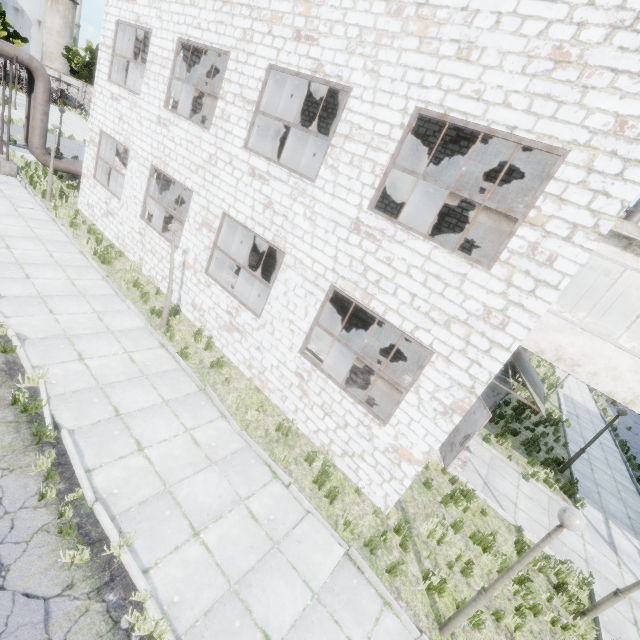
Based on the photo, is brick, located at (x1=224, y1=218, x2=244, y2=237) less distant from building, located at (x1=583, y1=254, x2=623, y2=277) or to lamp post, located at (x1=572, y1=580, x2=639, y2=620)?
building, located at (x1=583, y1=254, x2=623, y2=277)

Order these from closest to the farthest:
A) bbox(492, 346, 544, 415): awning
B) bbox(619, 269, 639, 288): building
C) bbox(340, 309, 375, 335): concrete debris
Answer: bbox(492, 346, 544, 415): awning → bbox(619, 269, 639, 288): building → bbox(340, 309, 375, 335): concrete debris

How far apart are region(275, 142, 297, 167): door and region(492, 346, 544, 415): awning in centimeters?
1540cm

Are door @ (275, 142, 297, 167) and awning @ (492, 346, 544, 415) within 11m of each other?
no

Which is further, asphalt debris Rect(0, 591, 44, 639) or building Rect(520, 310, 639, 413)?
building Rect(520, 310, 639, 413)

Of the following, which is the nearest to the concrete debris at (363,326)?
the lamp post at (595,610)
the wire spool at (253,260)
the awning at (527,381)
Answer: the wire spool at (253,260)

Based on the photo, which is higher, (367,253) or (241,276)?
(367,253)

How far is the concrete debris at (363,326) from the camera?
16.1 meters
